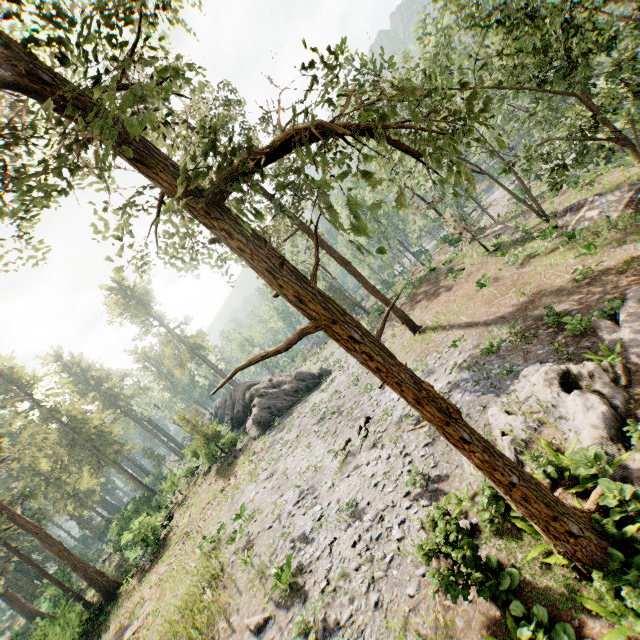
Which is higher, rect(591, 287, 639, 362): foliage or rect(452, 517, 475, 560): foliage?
rect(452, 517, 475, 560): foliage

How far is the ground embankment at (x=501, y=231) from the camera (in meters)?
28.79

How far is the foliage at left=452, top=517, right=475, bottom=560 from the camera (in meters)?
7.56

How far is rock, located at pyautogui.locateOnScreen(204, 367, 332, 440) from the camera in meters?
30.3

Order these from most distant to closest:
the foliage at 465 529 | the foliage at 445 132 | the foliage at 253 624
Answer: the foliage at 253 624, the foliage at 465 529, the foliage at 445 132

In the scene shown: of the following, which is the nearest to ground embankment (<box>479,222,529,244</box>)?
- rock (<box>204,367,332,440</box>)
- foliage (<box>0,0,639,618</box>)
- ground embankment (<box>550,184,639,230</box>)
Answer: foliage (<box>0,0,639,618</box>)

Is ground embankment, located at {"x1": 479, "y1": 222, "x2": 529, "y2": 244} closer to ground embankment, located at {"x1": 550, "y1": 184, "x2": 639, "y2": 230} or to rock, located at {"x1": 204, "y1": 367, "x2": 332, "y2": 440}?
ground embankment, located at {"x1": 550, "y1": 184, "x2": 639, "y2": 230}

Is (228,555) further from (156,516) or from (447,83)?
(447,83)
